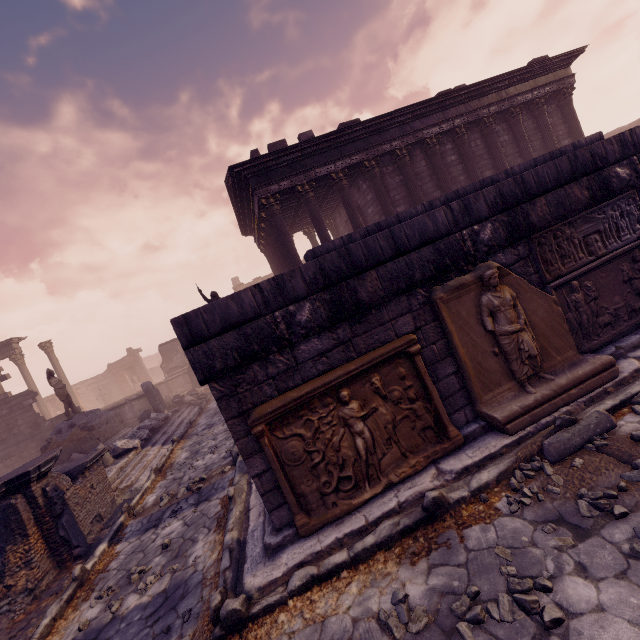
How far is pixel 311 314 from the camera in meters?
3.6 m

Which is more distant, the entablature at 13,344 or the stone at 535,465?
the entablature at 13,344

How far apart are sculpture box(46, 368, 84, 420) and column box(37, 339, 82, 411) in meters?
10.0

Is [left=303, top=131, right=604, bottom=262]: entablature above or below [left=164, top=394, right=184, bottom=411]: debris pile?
above

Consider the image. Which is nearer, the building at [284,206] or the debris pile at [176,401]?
the building at [284,206]

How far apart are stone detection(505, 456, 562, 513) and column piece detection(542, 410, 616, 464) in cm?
5

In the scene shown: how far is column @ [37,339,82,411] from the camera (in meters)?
21.12

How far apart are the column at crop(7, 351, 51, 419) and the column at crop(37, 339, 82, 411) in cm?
85
